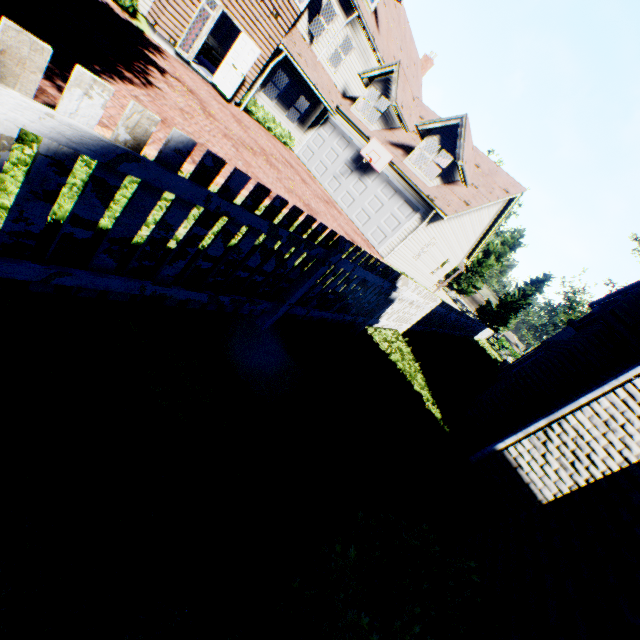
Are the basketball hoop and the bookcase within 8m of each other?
no

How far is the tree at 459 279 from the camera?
46.62m

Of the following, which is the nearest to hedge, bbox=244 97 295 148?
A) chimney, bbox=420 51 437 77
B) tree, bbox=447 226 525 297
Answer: chimney, bbox=420 51 437 77

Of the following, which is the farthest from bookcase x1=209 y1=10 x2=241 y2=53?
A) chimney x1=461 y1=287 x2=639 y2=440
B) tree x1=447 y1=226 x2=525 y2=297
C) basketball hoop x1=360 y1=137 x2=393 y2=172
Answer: chimney x1=461 y1=287 x2=639 y2=440

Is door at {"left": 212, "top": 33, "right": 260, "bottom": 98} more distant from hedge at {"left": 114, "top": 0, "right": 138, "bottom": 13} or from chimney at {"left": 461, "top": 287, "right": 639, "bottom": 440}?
chimney at {"left": 461, "top": 287, "right": 639, "bottom": 440}

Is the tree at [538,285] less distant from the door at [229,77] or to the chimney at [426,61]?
the door at [229,77]

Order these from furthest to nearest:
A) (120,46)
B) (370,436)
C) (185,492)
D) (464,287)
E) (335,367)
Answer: (464,287)
(120,46)
(335,367)
(370,436)
(185,492)

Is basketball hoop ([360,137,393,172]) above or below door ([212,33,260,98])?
above
